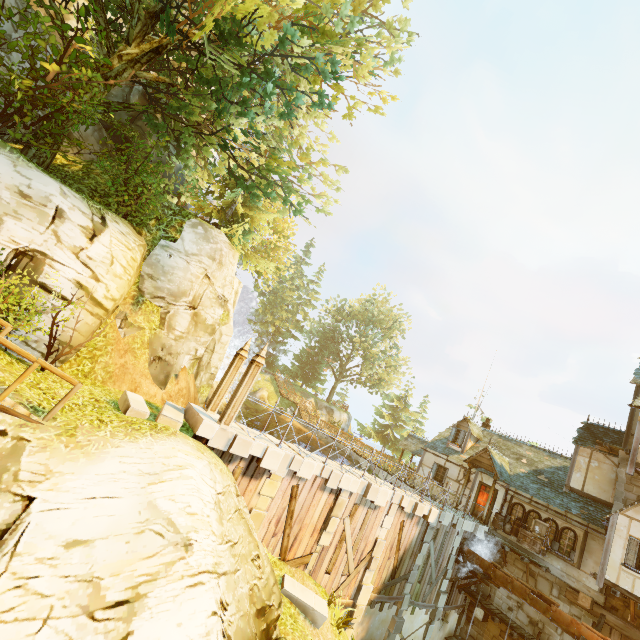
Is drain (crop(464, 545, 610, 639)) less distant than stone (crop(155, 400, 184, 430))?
No

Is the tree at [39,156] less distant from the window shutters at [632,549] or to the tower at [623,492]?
the tower at [623,492]

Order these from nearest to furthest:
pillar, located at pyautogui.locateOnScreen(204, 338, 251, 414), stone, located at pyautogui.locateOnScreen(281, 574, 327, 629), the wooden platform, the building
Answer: stone, located at pyautogui.locateOnScreen(281, 574, 327, 629), pillar, located at pyautogui.locateOnScreen(204, 338, 251, 414), the building, the wooden platform

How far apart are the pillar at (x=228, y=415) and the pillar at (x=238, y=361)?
1.0 meters

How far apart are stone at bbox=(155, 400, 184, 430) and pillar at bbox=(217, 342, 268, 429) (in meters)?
0.92

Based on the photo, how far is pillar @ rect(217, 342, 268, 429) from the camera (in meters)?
9.41

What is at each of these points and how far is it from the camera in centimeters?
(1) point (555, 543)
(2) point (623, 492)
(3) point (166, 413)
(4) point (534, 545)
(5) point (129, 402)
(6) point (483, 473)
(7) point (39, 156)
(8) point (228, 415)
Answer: (1) window, 1723cm
(2) tower, 1673cm
(3) stone, 861cm
(4) box, 1712cm
(5) stone, 839cm
(6) building, 2141cm
(7) tree, 1038cm
(8) pillar, 940cm

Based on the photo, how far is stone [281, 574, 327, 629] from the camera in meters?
9.9 m
